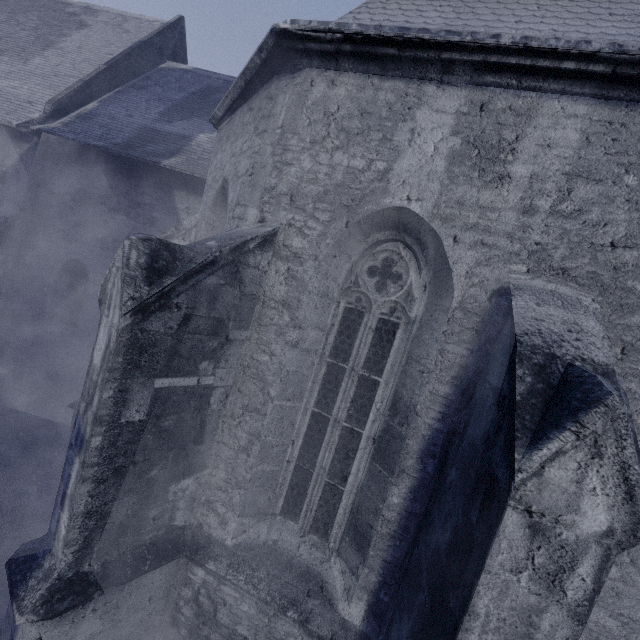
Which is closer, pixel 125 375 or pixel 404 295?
pixel 125 375
